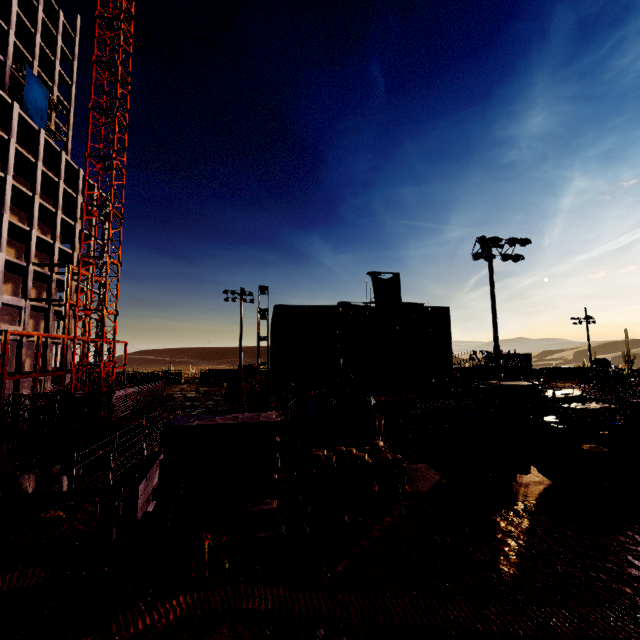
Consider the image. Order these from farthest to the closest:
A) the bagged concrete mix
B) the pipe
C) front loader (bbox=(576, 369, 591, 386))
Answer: front loader (bbox=(576, 369, 591, 386)), the pipe, the bagged concrete mix

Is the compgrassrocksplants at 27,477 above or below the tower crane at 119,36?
below

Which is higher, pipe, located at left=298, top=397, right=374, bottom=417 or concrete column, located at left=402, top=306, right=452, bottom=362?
concrete column, located at left=402, top=306, right=452, bottom=362

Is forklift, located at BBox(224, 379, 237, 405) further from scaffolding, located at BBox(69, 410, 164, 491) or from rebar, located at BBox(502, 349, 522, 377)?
rebar, located at BBox(502, 349, 522, 377)

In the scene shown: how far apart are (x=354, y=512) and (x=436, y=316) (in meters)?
40.43

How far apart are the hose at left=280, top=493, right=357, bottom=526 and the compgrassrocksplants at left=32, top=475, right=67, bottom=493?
18.0 meters

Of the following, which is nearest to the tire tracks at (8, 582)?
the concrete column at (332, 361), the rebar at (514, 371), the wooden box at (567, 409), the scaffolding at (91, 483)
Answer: the scaffolding at (91, 483)

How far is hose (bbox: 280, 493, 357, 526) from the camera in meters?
10.2 m
